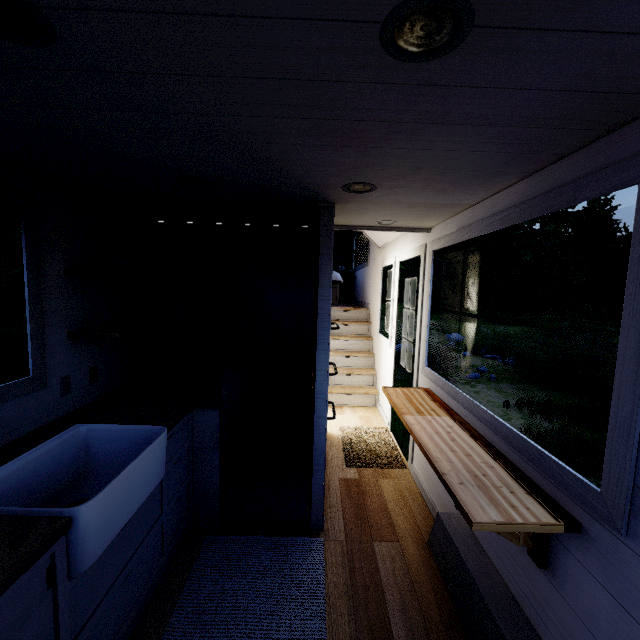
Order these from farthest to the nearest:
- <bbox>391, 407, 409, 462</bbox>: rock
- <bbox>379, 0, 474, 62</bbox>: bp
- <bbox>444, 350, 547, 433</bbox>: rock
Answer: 1. <bbox>444, 350, 547, 433</bbox>: rock
2. <bbox>391, 407, 409, 462</bbox>: rock
3. <bbox>379, 0, 474, 62</bbox>: bp

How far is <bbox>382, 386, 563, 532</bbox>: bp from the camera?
1.3m

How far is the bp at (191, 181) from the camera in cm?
187

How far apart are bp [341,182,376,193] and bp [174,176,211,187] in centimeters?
86cm

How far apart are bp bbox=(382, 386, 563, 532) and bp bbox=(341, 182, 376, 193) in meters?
1.6 m

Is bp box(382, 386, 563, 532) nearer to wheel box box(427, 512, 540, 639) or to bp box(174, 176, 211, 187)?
wheel box box(427, 512, 540, 639)

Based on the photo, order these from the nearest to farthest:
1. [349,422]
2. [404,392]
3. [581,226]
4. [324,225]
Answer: [324,225], [404,392], [349,422], [581,226]

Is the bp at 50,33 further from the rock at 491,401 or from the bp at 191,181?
the rock at 491,401
